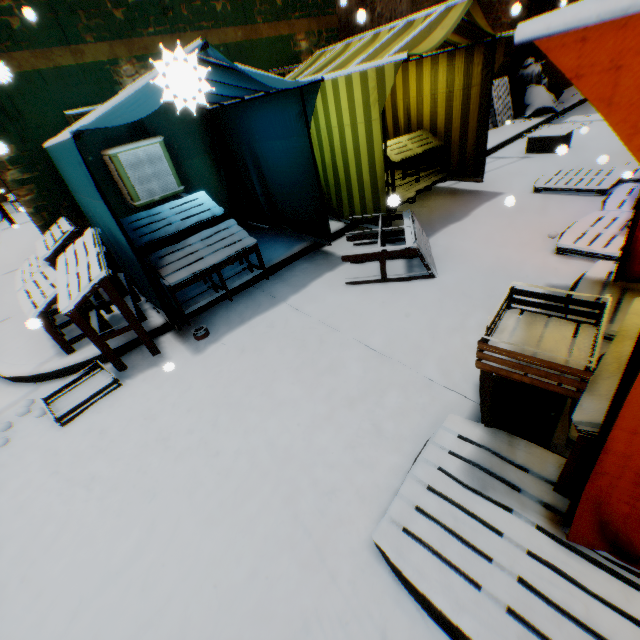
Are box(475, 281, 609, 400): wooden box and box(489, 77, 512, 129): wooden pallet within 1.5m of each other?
no

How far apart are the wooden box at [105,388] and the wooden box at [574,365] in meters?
3.5 m

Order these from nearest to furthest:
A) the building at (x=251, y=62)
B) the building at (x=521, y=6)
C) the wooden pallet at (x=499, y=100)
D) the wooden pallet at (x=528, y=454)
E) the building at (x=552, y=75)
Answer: the wooden pallet at (x=528, y=454), the building at (x=251, y=62), the building at (x=521, y=6), the wooden pallet at (x=499, y=100), the building at (x=552, y=75)

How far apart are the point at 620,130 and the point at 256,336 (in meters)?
3.42

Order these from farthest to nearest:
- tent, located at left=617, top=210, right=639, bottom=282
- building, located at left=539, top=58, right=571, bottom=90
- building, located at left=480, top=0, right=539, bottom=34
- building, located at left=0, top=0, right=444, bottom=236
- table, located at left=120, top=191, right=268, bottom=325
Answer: building, located at left=539, top=58, right=571, bottom=90 → building, located at left=480, top=0, right=539, bottom=34 → building, located at left=0, top=0, right=444, bottom=236 → table, located at left=120, top=191, right=268, bottom=325 → tent, located at left=617, top=210, right=639, bottom=282

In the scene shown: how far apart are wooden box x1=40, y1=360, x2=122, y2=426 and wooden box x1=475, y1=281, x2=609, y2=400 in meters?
3.5 m

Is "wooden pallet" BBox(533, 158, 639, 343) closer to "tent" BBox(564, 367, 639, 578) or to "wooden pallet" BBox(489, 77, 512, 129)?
"tent" BBox(564, 367, 639, 578)

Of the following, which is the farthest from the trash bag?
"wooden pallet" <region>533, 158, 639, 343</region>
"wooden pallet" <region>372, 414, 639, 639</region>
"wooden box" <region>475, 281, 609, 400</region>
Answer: "wooden pallet" <region>372, 414, 639, 639</region>
